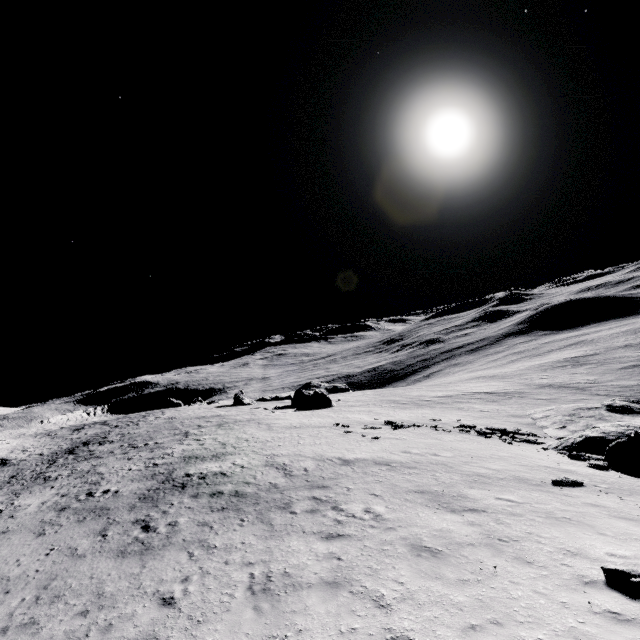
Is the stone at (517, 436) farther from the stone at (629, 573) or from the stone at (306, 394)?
the stone at (306, 394)

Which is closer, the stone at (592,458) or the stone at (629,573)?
the stone at (629,573)

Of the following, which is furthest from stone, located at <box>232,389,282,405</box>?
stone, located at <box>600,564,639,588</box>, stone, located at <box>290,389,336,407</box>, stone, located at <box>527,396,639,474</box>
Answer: stone, located at <box>600,564,639,588</box>

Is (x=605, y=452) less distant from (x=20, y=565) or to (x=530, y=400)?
(x=20, y=565)

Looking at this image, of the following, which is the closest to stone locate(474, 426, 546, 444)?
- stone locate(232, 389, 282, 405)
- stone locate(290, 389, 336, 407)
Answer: stone locate(290, 389, 336, 407)

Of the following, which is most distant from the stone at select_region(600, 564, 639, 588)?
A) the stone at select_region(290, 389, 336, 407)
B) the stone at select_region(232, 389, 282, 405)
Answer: the stone at select_region(232, 389, 282, 405)
